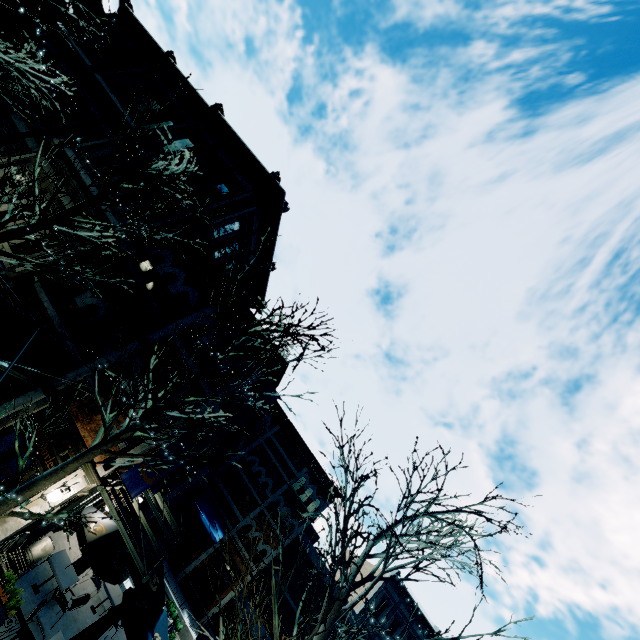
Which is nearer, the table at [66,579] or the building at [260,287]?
the table at [66,579]

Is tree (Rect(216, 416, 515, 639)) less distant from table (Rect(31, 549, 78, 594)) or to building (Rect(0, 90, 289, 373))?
building (Rect(0, 90, 289, 373))

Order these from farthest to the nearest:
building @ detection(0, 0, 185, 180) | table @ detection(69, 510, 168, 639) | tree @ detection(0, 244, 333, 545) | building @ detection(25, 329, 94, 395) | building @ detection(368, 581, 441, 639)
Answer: building @ detection(368, 581, 441, 639)
building @ detection(0, 0, 185, 180)
building @ detection(25, 329, 94, 395)
table @ detection(69, 510, 168, 639)
tree @ detection(0, 244, 333, 545)

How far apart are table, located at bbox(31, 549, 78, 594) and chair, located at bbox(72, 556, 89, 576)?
0.8m

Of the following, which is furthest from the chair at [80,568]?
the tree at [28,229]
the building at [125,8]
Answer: the tree at [28,229]

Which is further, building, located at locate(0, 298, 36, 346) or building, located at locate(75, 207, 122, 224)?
building, located at locate(75, 207, 122, 224)

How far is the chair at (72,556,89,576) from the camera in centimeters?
1140cm

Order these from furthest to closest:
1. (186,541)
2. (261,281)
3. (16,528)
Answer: (186,541), (261,281), (16,528)
